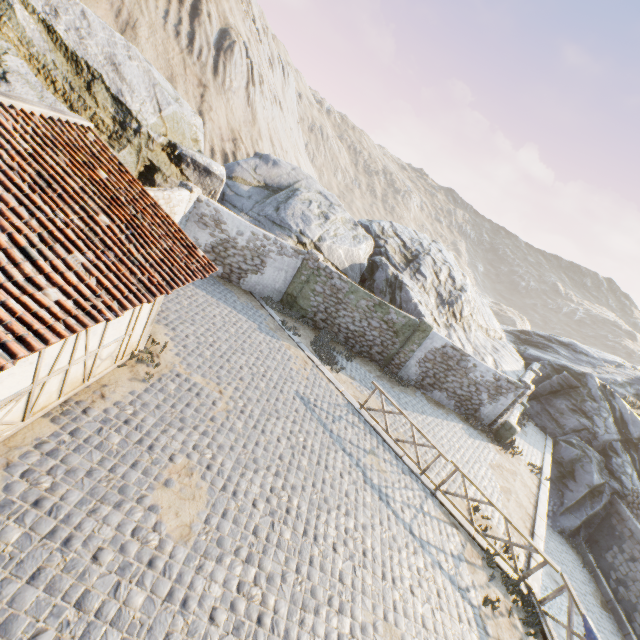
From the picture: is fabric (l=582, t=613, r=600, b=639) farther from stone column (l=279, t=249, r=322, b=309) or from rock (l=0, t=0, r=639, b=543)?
stone column (l=279, t=249, r=322, b=309)

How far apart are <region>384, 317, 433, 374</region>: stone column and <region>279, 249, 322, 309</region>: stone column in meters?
5.5

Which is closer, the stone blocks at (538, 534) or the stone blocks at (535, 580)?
the stone blocks at (535, 580)

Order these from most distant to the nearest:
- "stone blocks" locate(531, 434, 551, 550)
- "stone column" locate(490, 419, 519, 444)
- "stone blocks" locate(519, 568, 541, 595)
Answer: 1. "stone column" locate(490, 419, 519, 444)
2. "stone blocks" locate(531, 434, 551, 550)
3. "stone blocks" locate(519, 568, 541, 595)

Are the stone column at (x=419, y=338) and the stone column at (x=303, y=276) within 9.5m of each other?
yes

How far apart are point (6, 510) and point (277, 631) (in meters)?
4.58

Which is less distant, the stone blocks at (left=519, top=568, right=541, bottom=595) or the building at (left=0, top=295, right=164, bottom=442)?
the building at (left=0, top=295, right=164, bottom=442)

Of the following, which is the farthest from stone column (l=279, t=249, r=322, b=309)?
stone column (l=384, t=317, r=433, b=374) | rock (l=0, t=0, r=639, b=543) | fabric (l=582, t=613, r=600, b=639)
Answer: fabric (l=582, t=613, r=600, b=639)
